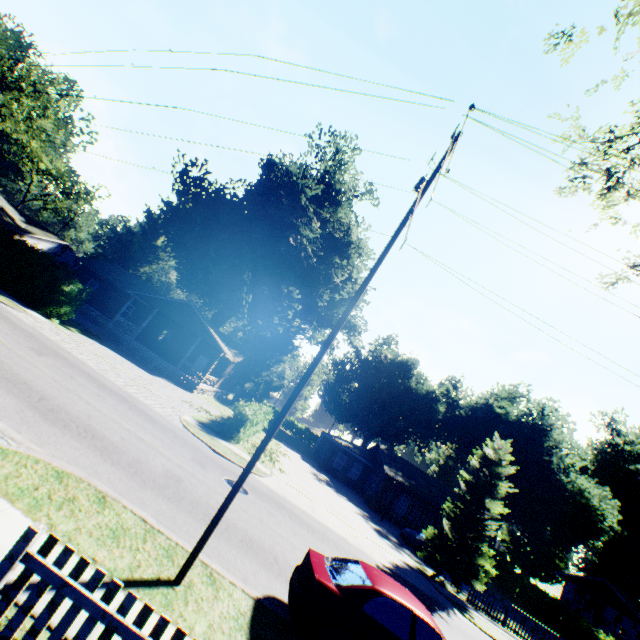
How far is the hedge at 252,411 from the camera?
18.9m

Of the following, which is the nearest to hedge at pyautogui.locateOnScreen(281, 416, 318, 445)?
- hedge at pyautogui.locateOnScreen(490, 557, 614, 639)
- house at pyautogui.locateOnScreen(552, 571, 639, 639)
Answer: hedge at pyautogui.locateOnScreen(490, 557, 614, 639)

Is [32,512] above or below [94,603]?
below

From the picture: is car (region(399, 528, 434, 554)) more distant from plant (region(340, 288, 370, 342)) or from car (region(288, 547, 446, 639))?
plant (region(340, 288, 370, 342))

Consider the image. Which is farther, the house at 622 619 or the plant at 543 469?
the plant at 543 469

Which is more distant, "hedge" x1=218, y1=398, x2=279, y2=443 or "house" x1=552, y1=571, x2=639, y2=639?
"house" x1=552, y1=571, x2=639, y2=639

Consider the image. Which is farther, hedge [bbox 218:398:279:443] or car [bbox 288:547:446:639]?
hedge [bbox 218:398:279:443]

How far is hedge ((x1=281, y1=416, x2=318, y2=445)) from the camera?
59.09m
